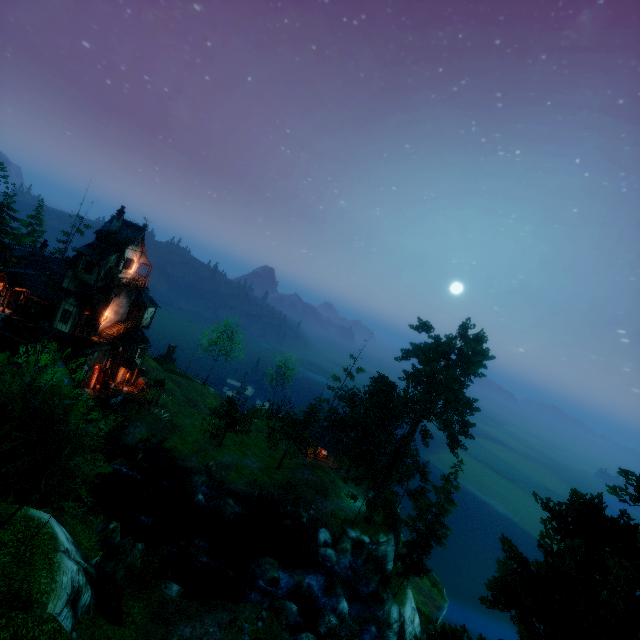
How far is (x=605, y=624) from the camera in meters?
8.2 m

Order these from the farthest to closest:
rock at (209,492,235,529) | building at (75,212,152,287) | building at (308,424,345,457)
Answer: building at (308,424,345,457) < building at (75,212,152,287) < rock at (209,492,235,529)

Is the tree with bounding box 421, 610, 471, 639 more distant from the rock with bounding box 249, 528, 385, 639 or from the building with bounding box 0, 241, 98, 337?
the building with bounding box 0, 241, 98, 337

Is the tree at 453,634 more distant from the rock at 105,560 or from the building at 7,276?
the building at 7,276

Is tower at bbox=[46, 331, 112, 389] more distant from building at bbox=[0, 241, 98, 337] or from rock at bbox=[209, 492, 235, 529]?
rock at bbox=[209, 492, 235, 529]

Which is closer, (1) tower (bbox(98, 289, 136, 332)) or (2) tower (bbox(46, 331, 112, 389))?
(2) tower (bbox(46, 331, 112, 389))

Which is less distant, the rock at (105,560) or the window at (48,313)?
the rock at (105,560)

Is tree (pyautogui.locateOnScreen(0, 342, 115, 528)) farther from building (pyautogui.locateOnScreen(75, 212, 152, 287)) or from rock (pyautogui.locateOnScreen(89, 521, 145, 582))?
building (pyautogui.locateOnScreen(75, 212, 152, 287))
